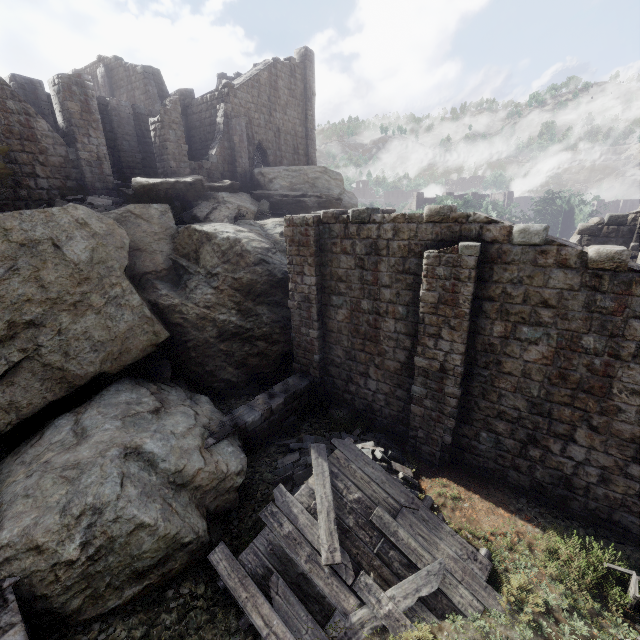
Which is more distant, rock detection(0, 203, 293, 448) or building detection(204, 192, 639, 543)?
rock detection(0, 203, 293, 448)

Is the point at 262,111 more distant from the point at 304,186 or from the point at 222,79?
the point at 222,79

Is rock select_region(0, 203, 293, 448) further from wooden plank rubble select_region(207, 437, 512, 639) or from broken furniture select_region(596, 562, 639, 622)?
broken furniture select_region(596, 562, 639, 622)

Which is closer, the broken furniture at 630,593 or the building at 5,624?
the building at 5,624

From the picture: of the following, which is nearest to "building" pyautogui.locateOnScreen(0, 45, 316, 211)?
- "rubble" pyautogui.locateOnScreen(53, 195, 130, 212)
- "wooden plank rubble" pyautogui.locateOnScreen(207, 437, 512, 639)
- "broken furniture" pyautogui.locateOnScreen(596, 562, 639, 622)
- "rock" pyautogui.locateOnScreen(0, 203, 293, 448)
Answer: "rock" pyautogui.locateOnScreen(0, 203, 293, 448)

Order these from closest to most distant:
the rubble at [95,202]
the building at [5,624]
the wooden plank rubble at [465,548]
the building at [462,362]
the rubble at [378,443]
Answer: the building at [5,624], the wooden plank rubble at [465,548], the building at [462,362], the rubble at [378,443], the rubble at [95,202]

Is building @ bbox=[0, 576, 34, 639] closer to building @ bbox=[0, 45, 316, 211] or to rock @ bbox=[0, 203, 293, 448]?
rock @ bbox=[0, 203, 293, 448]
